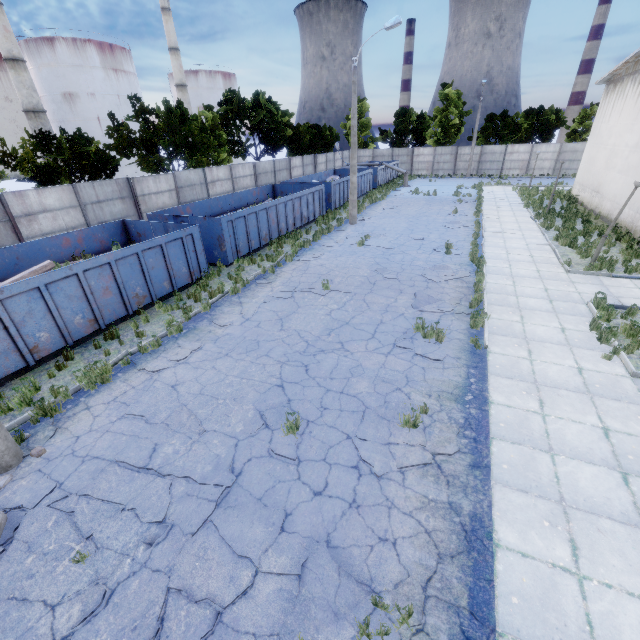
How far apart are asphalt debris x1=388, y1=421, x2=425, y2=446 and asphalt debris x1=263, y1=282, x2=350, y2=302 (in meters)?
5.82

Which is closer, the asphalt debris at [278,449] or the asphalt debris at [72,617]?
the asphalt debris at [72,617]

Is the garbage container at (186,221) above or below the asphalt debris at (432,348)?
above

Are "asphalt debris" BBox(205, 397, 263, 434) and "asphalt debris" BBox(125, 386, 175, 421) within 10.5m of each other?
yes

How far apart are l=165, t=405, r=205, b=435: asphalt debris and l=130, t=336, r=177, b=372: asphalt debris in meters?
1.7 m

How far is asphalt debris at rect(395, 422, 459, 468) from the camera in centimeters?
559cm

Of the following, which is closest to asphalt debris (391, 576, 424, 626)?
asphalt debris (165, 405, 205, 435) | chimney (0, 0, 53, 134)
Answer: asphalt debris (165, 405, 205, 435)

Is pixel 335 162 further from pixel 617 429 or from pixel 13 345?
pixel 617 429
